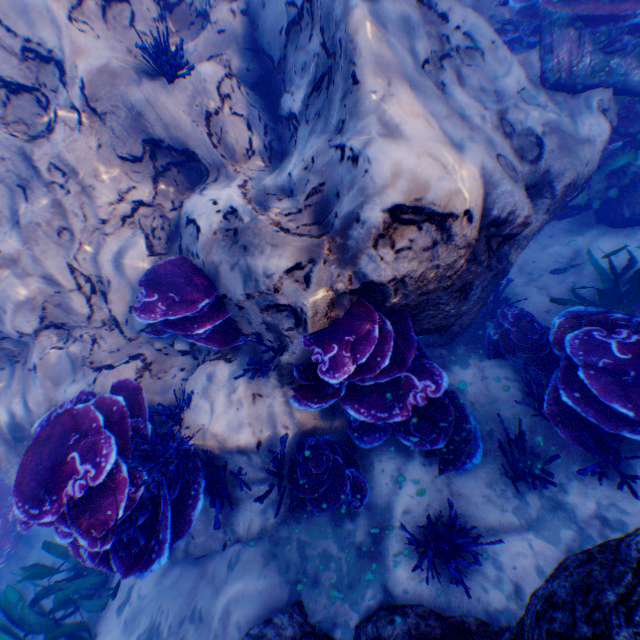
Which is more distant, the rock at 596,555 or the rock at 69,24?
the rock at 69,24

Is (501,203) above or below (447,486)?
above

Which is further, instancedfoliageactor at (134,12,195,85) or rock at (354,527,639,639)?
instancedfoliageactor at (134,12,195,85)

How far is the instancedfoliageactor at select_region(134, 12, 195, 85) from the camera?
3.16m

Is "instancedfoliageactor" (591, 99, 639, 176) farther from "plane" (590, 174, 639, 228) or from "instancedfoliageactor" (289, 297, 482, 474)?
"instancedfoliageactor" (289, 297, 482, 474)

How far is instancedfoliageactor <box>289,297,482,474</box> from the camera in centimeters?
305cm

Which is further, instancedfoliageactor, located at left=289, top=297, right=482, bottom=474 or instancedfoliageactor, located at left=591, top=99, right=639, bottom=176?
instancedfoliageactor, located at left=591, top=99, right=639, bottom=176

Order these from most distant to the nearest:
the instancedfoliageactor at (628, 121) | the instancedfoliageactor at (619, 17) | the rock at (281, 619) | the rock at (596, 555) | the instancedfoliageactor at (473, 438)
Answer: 1. the instancedfoliageactor at (628, 121)
2. the instancedfoliageactor at (619, 17)
3. the instancedfoliageactor at (473, 438)
4. the rock at (281, 619)
5. the rock at (596, 555)
